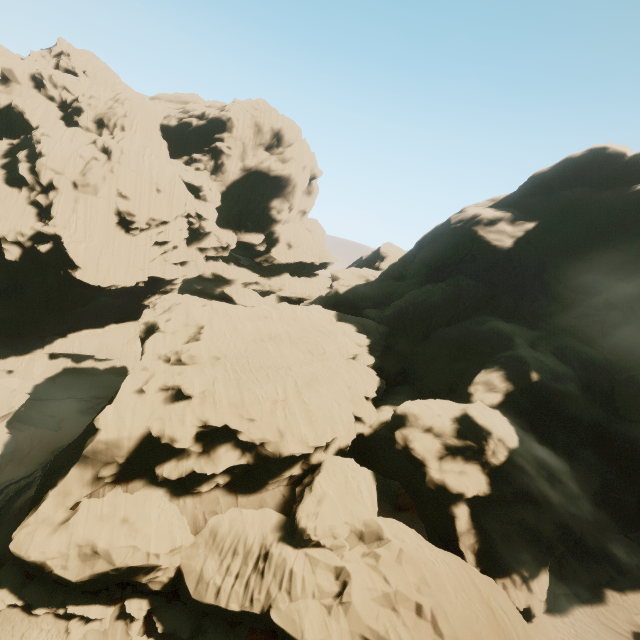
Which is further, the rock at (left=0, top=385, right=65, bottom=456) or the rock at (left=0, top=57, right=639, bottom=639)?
the rock at (left=0, top=385, right=65, bottom=456)

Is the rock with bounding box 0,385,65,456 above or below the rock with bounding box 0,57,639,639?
below

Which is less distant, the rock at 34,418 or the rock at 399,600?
the rock at 399,600

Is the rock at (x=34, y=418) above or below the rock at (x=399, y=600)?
below

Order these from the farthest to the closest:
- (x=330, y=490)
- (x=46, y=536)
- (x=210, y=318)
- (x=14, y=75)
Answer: (x=14, y=75) < (x=210, y=318) < (x=330, y=490) < (x=46, y=536)
